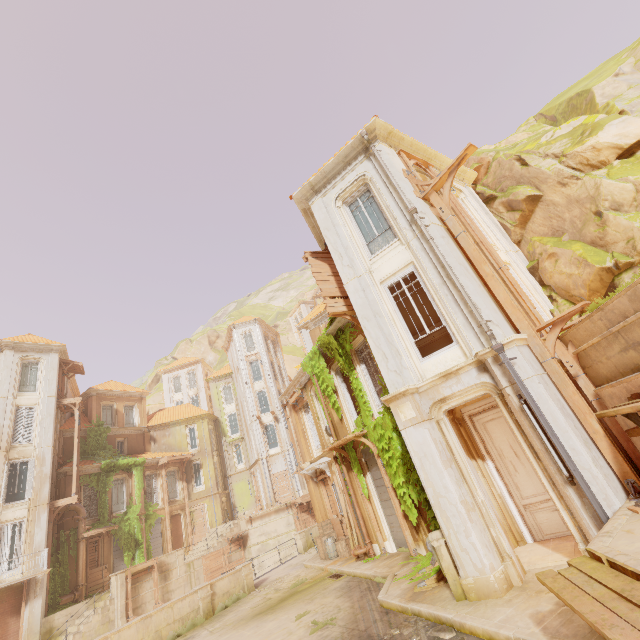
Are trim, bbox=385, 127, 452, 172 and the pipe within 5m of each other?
no

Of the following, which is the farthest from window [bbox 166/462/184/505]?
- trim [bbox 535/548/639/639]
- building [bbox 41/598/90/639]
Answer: trim [bbox 535/548/639/639]

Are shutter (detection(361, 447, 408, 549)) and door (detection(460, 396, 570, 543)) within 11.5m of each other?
yes

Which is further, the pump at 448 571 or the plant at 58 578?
the plant at 58 578

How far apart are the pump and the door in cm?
235

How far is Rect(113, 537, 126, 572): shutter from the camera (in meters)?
25.23

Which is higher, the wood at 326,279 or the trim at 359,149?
the trim at 359,149

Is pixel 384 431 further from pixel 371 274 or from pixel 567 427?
pixel 567 427
